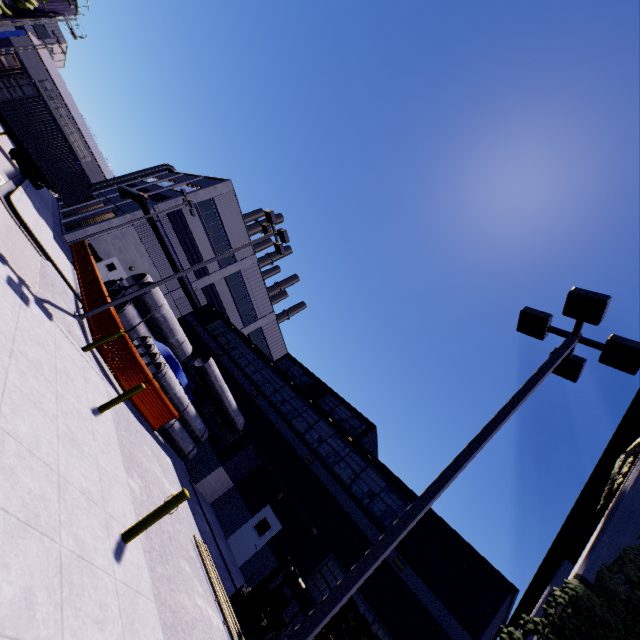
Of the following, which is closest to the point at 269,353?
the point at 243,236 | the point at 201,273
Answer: the point at 201,273

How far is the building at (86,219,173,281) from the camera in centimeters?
2769cm

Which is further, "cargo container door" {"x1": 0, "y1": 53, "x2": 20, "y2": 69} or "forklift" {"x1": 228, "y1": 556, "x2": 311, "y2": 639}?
"cargo container door" {"x1": 0, "y1": 53, "x2": 20, "y2": 69}

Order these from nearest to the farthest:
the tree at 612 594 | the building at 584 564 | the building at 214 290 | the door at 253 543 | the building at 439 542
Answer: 1. the tree at 612 594
2. the building at 584 564
3. the building at 439 542
4. the building at 214 290
5. the door at 253 543

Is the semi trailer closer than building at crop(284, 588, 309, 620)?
No

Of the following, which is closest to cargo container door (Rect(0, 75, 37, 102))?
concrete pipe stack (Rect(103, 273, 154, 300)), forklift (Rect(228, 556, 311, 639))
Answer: concrete pipe stack (Rect(103, 273, 154, 300))

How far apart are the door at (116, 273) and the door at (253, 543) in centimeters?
2373cm

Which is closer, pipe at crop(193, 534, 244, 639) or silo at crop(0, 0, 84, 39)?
pipe at crop(193, 534, 244, 639)
